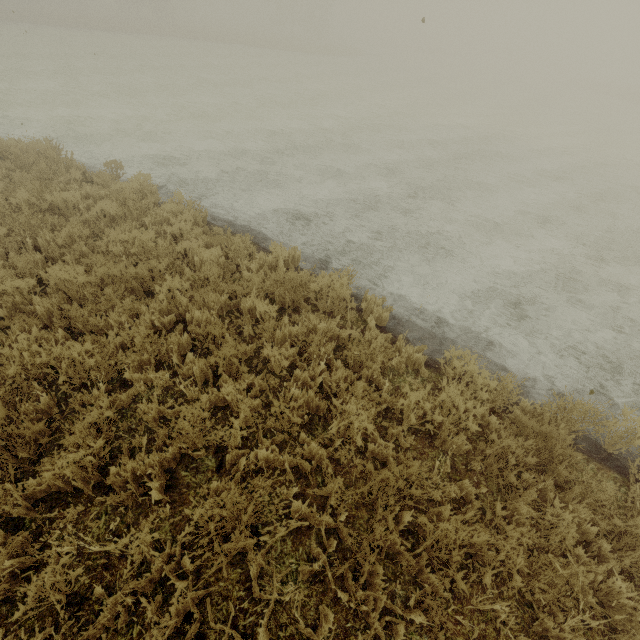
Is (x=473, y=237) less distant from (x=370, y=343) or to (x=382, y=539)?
(x=370, y=343)
